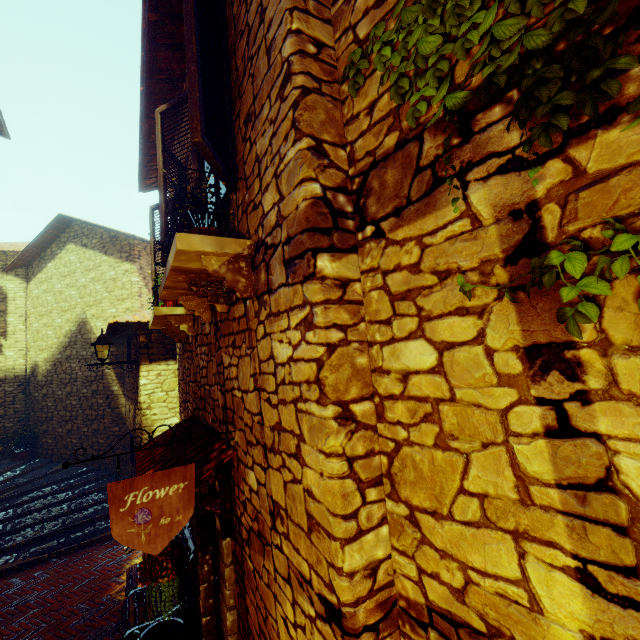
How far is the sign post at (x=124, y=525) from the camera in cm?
201

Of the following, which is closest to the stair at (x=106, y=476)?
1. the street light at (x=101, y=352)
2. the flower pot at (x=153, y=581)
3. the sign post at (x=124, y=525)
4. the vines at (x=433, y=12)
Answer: the street light at (x=101, y=352)

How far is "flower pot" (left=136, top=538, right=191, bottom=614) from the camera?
2.4m

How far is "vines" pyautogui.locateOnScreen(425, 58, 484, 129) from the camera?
1.1 meters

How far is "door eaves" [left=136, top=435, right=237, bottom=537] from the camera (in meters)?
2.53

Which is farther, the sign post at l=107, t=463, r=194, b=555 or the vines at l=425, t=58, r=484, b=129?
the sign post at l=107, t=463, r=194, b=555

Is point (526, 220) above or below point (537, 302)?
above

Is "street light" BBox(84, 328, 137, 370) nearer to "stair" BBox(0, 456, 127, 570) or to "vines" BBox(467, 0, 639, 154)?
"stair" BBox(0, 456, 127, 570)
